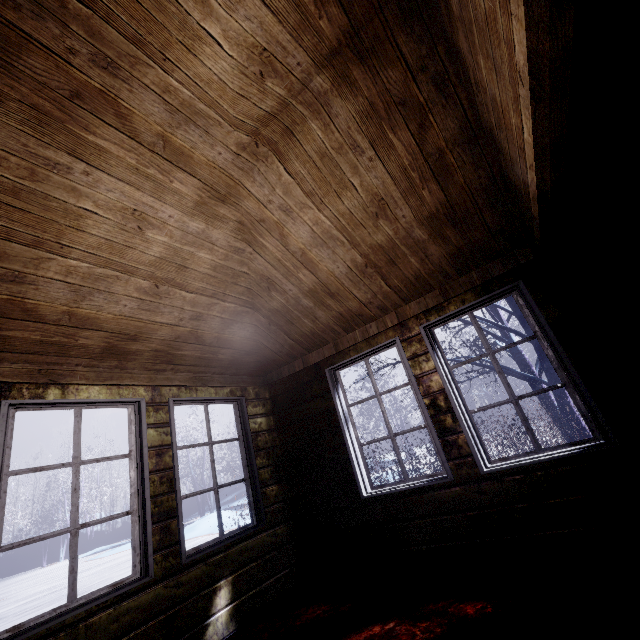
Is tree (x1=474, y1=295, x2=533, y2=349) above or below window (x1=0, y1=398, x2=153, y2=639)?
above

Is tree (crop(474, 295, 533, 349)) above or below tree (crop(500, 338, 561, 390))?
above

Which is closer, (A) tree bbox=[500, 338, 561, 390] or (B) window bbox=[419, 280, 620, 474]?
(B) window bbox=[419, 280, 620, 474]

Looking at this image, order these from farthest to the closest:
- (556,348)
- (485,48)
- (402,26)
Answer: (556,348)
(402,26)
(485,48)

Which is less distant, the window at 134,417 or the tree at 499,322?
the window at 134,417

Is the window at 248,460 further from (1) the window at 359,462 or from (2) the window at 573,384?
(2) the window at 573,384

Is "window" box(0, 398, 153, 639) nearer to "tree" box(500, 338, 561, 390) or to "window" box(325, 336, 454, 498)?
"window" box(325, 336, 454, 498)
